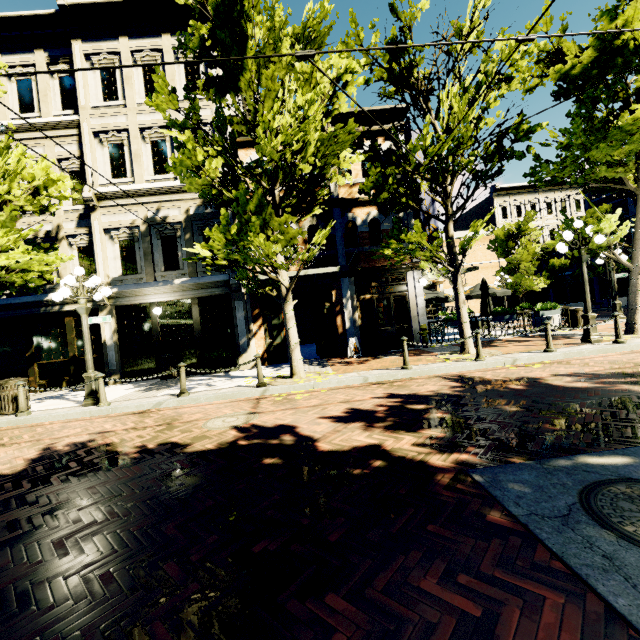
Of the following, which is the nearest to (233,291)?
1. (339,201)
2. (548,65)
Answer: (339,201)

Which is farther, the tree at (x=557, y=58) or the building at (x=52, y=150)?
the building at (x=52, y=150)

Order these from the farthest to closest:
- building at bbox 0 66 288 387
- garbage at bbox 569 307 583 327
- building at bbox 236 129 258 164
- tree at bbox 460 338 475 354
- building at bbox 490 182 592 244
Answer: building at bbox 490 182 592 244 → garbage at bbox 569 307 583 327 → building at bbox 236 129 258 164 → building at bbox 0 66 288 387 → tree at bbox 460 338 475 354

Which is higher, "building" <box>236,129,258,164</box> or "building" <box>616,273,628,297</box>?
"building" <box>236,129,258,164</box>

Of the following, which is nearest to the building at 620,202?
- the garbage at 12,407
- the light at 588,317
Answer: the light at 588,317

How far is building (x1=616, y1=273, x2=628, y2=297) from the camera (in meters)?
28.33

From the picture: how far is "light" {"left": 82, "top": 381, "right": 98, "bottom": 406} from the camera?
8.4m
